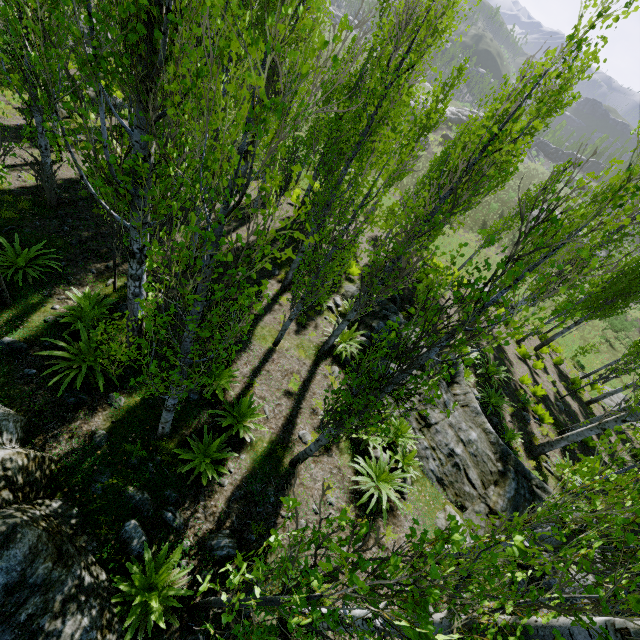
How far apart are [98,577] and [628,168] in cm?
738

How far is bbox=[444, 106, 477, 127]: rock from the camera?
53.2 meters

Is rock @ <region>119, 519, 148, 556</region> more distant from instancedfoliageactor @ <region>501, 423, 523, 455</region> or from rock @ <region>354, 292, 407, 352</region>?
rock @ <region>354, 292, 407, 352</region>

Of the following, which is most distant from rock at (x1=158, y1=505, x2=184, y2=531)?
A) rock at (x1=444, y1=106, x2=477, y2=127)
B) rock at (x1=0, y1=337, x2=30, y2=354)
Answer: → rock at (x1=444, y1=106, x2=477, y2=127)

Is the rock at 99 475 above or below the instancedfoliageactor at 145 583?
below

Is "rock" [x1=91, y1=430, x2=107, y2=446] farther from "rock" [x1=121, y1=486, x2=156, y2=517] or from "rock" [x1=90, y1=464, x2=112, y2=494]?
"rock" [x1=121, y1=486, x2=156, y2=517]

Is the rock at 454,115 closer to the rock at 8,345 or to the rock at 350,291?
the rock at 350,291

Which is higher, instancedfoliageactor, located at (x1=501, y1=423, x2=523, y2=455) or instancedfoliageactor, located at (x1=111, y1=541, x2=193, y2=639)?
instancedfoliageactor, located at (x1=111, y1=541, x2=193, y2=639)
